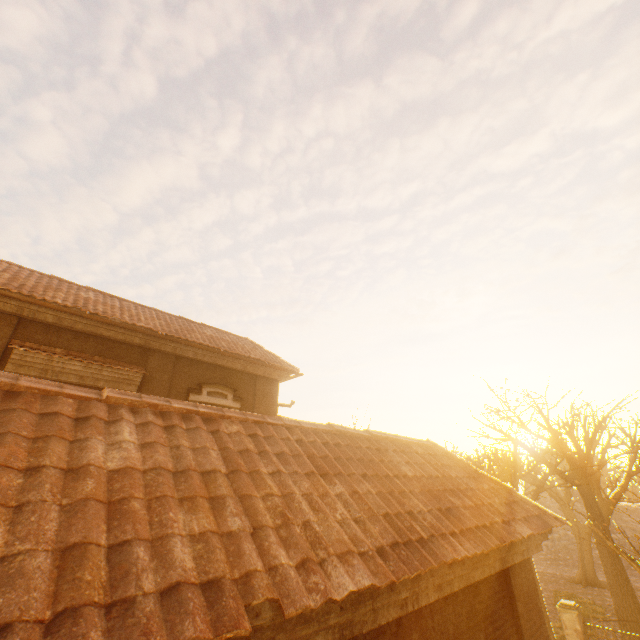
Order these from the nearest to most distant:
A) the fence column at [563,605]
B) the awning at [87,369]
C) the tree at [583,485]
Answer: the awning at [87,369] → the fence column at [563,605] → the tree at [583,485]

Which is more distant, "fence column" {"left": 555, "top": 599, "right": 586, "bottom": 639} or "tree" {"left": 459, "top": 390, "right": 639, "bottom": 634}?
"tree" {"left": 459, "top": 390, "right": 639, "bottom": 634}

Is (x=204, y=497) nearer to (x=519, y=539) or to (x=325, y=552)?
(x=325, y=552)

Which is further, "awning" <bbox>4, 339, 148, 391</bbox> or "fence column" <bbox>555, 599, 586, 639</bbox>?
"fence column" <bbox>555, 599, 586, 639</bbox>

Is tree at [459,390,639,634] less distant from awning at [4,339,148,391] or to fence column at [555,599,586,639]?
fence column at [555,599,586,639]

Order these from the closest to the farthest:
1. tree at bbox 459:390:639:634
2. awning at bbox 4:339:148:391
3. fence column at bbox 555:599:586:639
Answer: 1. awning at bbox 4:339:148:391
2. fence column at bbox 555:599:586:639
3. tree at bbox 459:390:639:634

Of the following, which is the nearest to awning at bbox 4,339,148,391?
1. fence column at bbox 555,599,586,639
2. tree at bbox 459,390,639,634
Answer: tree at bbox 459,390,639,634

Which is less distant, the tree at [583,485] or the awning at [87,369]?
the awning at [87,369]
